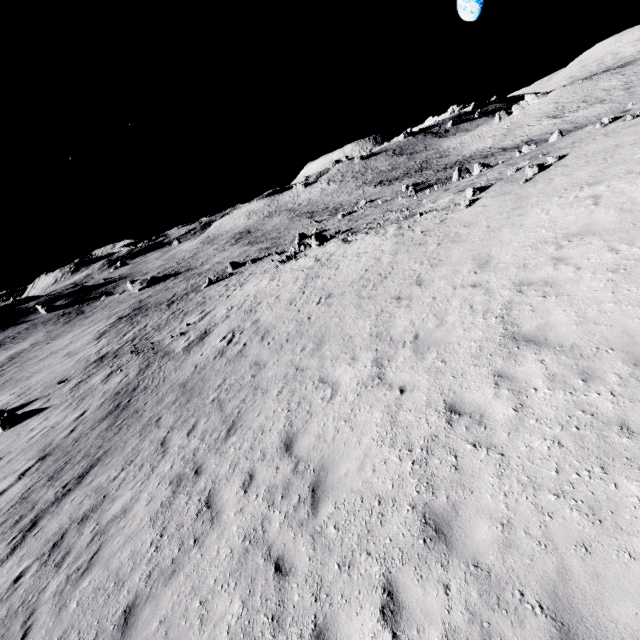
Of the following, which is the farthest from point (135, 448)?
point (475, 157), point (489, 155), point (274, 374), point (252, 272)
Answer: point (475, 157)
